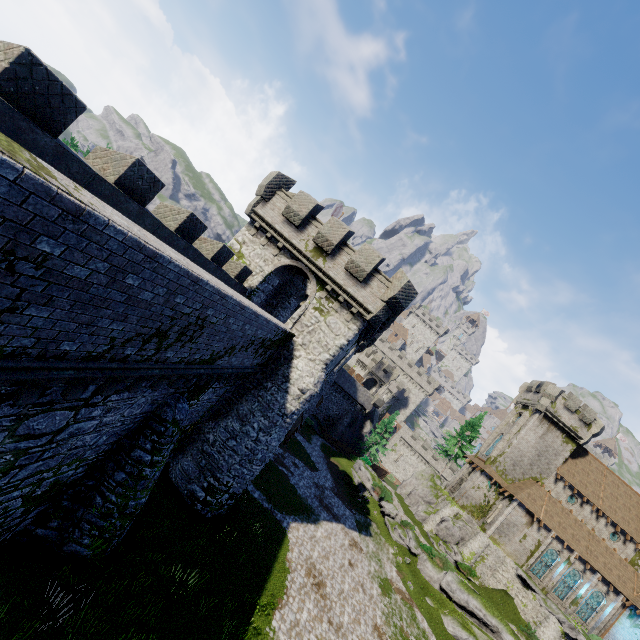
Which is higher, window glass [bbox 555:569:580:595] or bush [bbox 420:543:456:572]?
window glass [bbox 555:569:580:595]

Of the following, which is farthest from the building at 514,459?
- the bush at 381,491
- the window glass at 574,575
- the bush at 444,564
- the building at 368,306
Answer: the building at 368,306

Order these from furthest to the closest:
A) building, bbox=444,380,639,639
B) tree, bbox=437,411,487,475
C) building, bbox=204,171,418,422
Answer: tree, bbox=437,411,487,475
building, bbox=444,380,639,639
building, bbox=204,171,418,422

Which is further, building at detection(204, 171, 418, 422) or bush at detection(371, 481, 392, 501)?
bush at detection(371, 481, 392, 501)

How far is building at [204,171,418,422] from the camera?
18.2m

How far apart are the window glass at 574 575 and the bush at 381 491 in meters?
19.5 m

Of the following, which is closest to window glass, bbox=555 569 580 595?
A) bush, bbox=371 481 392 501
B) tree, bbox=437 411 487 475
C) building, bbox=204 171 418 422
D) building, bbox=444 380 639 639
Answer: building, bbox=444 380 639 639

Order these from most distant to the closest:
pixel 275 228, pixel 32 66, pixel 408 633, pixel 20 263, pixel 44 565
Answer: pixel 408 633 < pixel 275 228 < pixel 44 565 < pixel 32 66 < pixel 20 263
